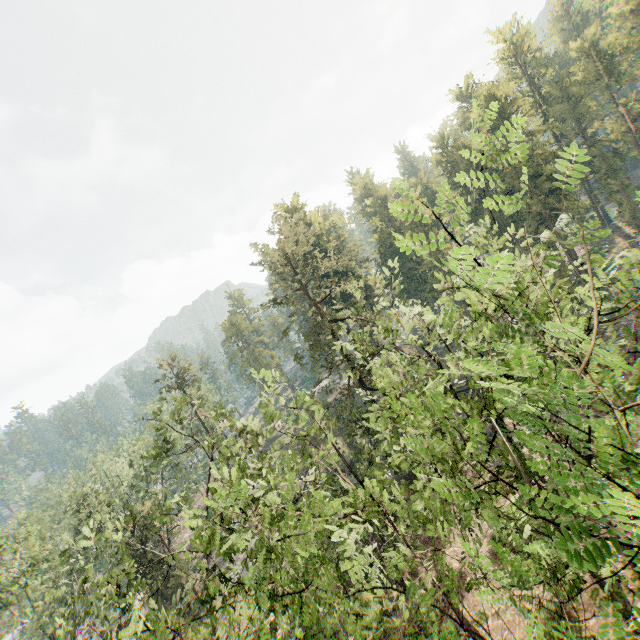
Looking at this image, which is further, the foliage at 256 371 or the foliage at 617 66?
the foliage at 256 371

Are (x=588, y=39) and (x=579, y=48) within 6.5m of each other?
yes

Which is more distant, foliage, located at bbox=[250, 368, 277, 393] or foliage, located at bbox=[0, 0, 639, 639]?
foliage, located at bbox=[250, 368, 277, 393]

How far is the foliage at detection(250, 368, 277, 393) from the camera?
9.8m

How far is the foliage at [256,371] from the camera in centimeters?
975cm
